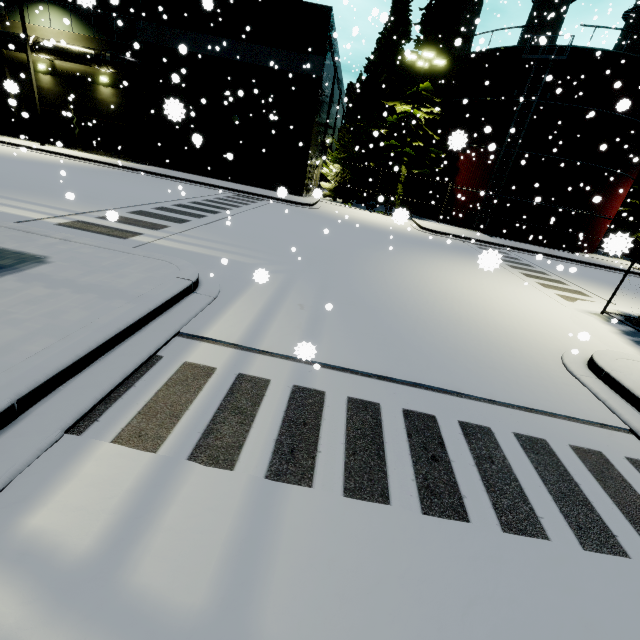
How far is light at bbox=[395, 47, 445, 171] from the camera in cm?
1961

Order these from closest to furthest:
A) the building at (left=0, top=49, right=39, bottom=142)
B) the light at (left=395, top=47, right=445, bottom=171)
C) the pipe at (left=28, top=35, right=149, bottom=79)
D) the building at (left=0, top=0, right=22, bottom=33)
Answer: the light at (left=395, top=47, right=445, bottom=171) → the pipe at (left=28, top=35, right=149, bottom=79) → the building at (left=0, top=0, right=22, bottom=33) → the building at (left=0, top=49, right=39, bottom=142)

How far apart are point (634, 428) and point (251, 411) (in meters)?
5.22

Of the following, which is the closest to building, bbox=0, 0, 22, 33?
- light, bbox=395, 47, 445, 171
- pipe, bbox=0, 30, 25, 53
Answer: pipe, bbox=0, 30, 25, 53

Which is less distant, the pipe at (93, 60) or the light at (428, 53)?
the light at (428, 53)

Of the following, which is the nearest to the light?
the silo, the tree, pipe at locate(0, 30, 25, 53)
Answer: the tree

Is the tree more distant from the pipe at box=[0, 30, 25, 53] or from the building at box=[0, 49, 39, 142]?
the pipe at box=[0, 30, 25, 53]

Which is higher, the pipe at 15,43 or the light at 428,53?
the light at 428,53
